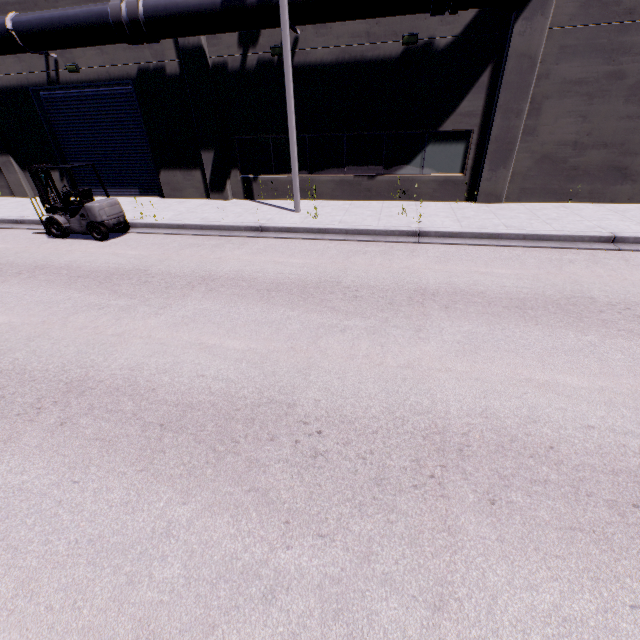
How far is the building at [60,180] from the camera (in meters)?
15.41

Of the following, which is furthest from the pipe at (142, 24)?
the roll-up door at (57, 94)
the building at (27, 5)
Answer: the roll-up door at (57, 94)

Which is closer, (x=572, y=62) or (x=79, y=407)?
(x=79, y=407)

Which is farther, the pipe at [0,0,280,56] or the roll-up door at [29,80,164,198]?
the roll-up door at [29,80,164,198]

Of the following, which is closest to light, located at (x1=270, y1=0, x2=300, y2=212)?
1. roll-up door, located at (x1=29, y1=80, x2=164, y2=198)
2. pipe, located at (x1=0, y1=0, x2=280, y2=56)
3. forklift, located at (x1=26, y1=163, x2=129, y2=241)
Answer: pipe, located at (x1=0, y1=0, x2=280, y2=56)

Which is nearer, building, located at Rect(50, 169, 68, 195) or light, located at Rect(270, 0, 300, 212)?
light, located at Rect(270, 0, 300, 212)

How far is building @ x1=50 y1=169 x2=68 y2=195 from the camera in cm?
1541
